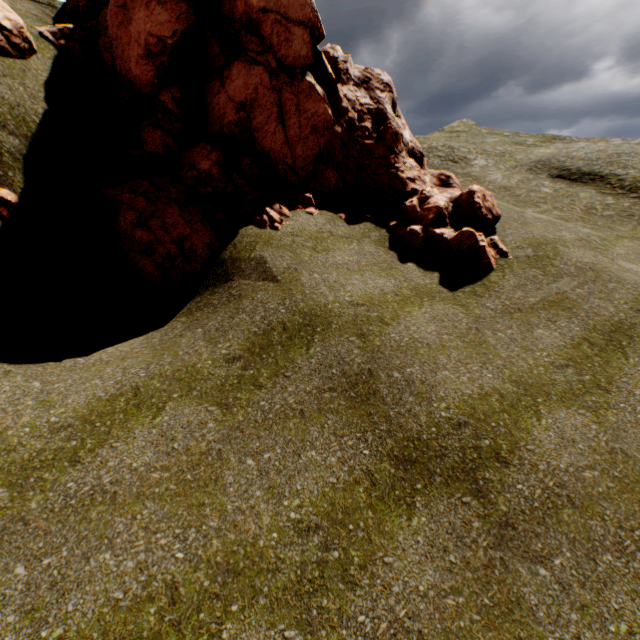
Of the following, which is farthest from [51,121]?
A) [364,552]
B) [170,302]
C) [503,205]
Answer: [503,205]

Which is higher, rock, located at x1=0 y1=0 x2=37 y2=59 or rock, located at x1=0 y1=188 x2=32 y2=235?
rock, located at x1=0 y1=0 x2=37 y2=59

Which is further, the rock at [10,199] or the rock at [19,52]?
the rock at [19,52]

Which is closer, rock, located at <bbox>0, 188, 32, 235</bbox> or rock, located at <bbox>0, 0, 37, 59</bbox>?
rock, located at <bbox>0, 188, 32, 235</bbox>
